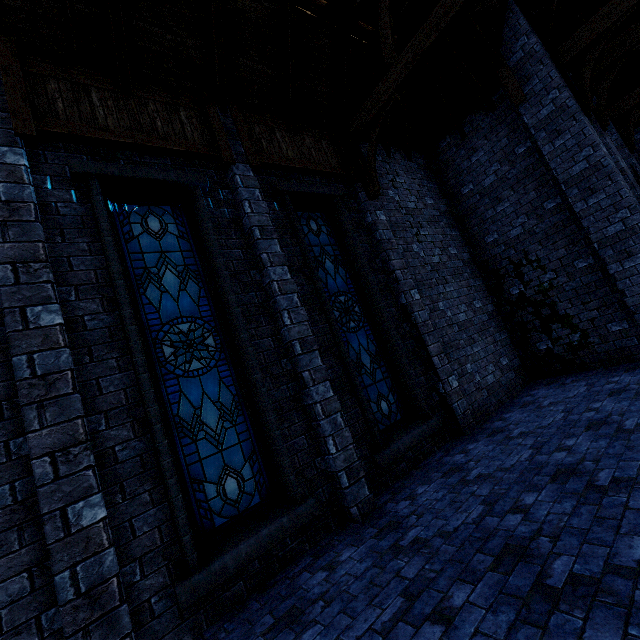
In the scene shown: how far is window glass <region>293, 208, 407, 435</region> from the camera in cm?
591

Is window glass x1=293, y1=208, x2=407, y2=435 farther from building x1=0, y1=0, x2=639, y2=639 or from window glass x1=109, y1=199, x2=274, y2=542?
window glass x1=109, y1=199, x2=274, y2=542

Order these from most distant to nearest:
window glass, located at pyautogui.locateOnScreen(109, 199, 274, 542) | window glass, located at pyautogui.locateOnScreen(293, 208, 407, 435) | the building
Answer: window glass, located at pyautogui.locateOnScreen(293, 208, 407, 435)
window glass, located at pyautogui.locateOnScreen(109, 199, 274, 542)
the building

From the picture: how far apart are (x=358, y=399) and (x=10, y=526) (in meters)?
Answer: 4.23

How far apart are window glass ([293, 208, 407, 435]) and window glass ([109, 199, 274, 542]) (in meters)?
1.84

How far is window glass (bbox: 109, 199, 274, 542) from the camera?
4.0 meters

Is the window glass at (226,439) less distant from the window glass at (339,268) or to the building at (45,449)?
the building at (45,449)

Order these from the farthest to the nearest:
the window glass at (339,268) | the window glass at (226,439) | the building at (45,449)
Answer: the window glass at (339,268)
the window glass at (226,439)
the building at (45,449)
